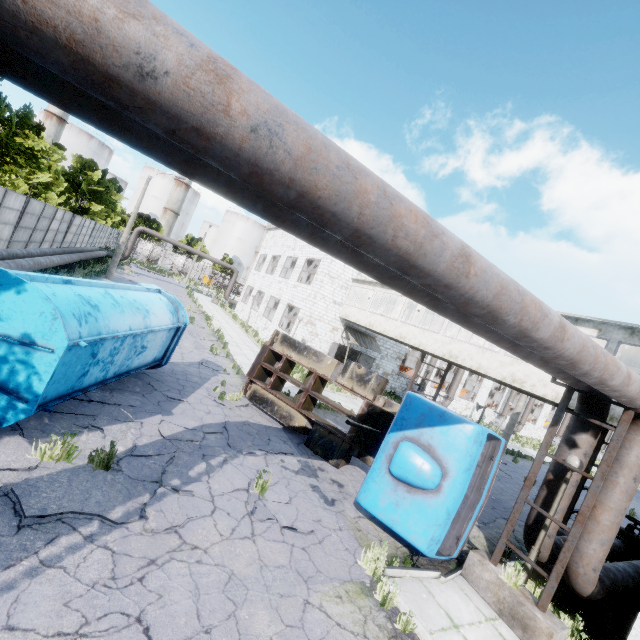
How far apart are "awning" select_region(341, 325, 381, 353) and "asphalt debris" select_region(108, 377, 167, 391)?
14.60m

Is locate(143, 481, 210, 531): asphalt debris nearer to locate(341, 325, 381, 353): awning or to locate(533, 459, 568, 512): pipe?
locate(533, 459, 568, 512): pipe

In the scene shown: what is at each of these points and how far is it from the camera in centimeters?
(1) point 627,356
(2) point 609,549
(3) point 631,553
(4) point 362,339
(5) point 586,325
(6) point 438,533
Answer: (1) building, 1249cm
(2) pipe, 642cm
(3) pipe valve, 977cm
(4) awning, 2448cm
(5) building, 1094cm
(6) truck, 640cm

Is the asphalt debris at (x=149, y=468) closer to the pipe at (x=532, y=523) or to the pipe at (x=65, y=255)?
the pipe at (x=532, y=523)

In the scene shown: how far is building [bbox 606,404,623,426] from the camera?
9.5m

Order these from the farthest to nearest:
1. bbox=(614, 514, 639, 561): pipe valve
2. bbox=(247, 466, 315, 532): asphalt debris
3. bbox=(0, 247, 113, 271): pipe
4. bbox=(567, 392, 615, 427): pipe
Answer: bbox=(0, 247, 113, 271): pipe → bbox=(614, 514, 639, 561): pipe valve → bbox=(567, 392, 615, 427): pipe → bbox=(247, 466, 315, 532): asphalt debris

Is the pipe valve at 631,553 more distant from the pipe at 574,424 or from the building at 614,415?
the building at 614,415

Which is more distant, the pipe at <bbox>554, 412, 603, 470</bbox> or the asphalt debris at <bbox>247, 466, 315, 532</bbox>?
the pipe at <bbox>554, 412, 603, 470</bbox>
